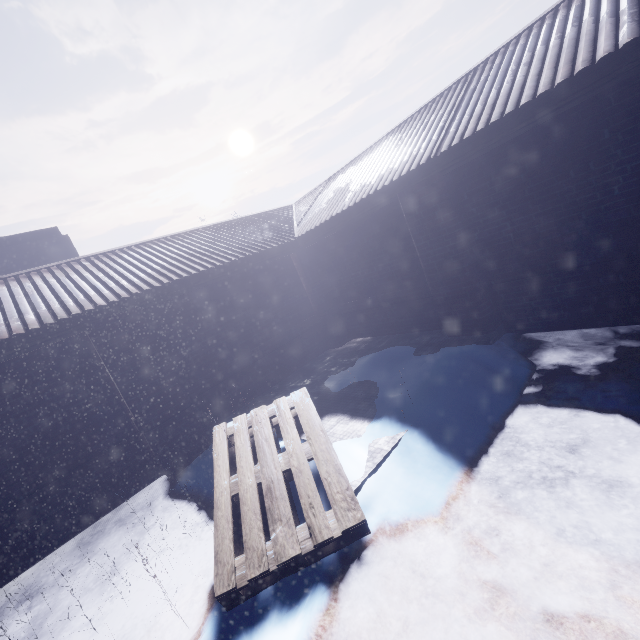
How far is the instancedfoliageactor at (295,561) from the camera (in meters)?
1.99

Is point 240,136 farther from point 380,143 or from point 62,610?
point 62,610

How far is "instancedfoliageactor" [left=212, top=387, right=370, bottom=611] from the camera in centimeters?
199cm
